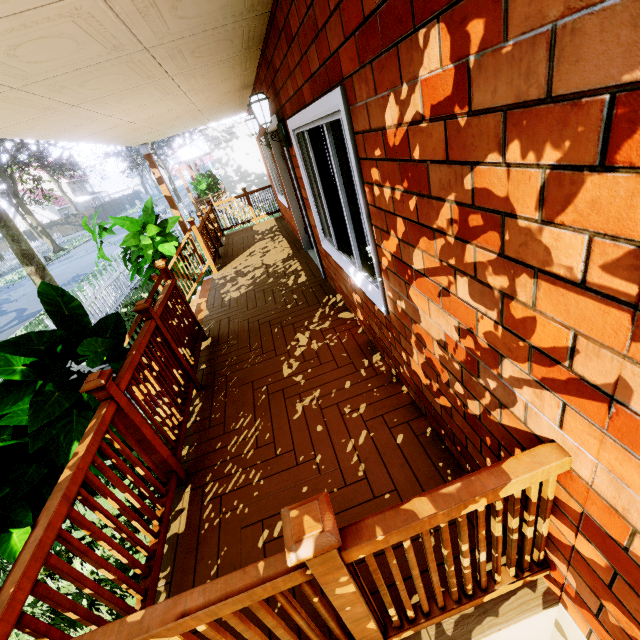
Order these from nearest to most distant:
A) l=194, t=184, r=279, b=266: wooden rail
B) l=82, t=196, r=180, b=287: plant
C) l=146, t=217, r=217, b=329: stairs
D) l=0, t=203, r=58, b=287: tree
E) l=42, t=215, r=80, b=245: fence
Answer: l=146, t=217, r=217, b=329: stairs, l=82, t=196, r=180, b=287: plant, l=194, t=184, r=279, b=266: wooden rail, l=0, t=203, r=58, b=287: tree, l=42, t=215, r=80, b=245: fence

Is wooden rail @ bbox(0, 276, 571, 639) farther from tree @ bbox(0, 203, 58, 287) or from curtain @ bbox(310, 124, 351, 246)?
tree @ bbox(0, 203, 58, 287)

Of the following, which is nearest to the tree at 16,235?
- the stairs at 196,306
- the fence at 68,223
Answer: the fence at 68,223

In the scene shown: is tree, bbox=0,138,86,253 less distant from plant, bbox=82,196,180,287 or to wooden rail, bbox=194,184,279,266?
plant, bbox=82,196,180,287

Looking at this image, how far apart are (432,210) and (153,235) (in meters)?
7.32

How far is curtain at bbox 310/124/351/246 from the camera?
2.96m

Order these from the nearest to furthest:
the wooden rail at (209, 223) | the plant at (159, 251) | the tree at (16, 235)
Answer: the plant at (159, 251) < the wooden rail at (209, 223) < the tree at (16, 235)

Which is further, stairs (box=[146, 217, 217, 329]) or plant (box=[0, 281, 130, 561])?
stairs (box=[146, 217, 217, 329])
